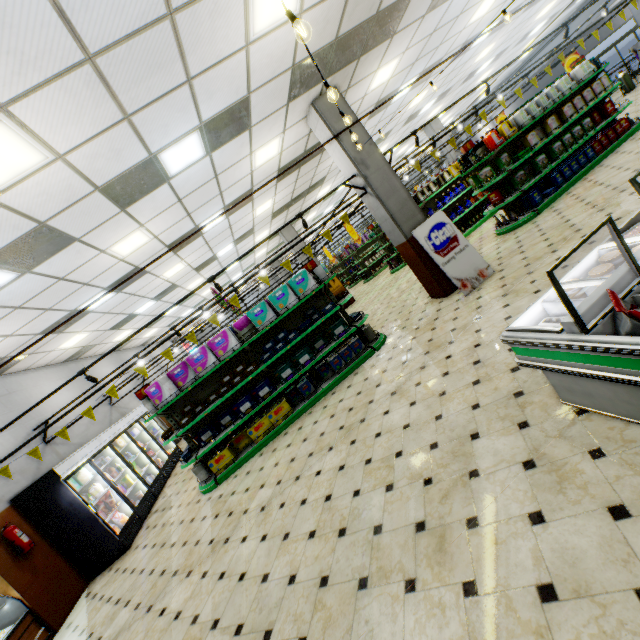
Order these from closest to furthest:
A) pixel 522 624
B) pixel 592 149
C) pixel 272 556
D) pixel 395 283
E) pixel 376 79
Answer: pixel 522 624
pixel 272 556
pixel 376 79
pixel 592 149
pixel 395 283

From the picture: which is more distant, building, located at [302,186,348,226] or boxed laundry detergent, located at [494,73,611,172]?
building, located at [302,186,348,226]

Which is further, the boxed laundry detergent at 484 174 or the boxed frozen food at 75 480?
the boxed laundry detergent at 484 174

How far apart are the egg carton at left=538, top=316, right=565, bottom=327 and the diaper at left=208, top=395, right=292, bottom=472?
5.01m

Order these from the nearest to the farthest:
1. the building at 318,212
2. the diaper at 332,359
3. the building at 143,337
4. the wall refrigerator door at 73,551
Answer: the wall refrigerator door at 73,551 → the diaper at 332,359 → the building at 143,337 → the building at 318,212

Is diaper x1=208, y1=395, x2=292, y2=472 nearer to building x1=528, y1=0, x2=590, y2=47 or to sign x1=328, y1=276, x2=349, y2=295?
building x1=528, y1=0, x2=590, y2=47

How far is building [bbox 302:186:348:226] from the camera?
16.77m

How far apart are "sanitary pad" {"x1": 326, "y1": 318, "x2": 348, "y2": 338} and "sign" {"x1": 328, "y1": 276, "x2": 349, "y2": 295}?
8.29m
